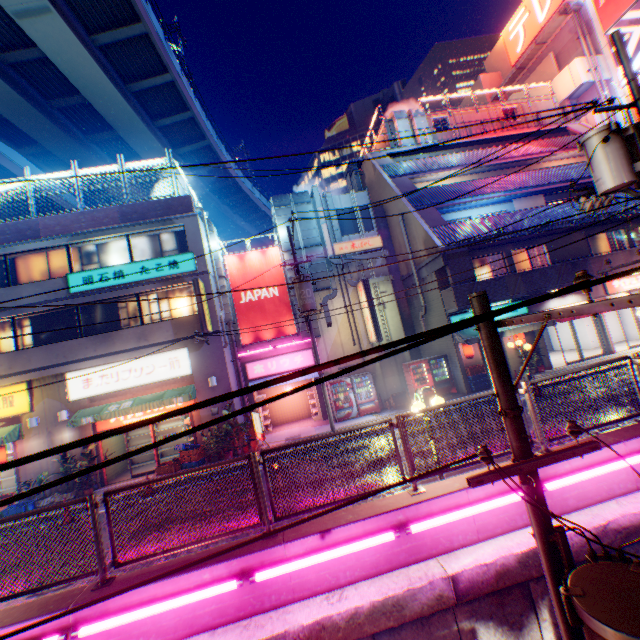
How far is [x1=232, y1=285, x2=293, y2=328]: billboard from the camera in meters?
17.2

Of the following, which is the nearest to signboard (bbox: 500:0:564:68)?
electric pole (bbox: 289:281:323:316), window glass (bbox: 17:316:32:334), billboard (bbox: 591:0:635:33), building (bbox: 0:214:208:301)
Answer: billboard (bbox: 591:0:635:33)

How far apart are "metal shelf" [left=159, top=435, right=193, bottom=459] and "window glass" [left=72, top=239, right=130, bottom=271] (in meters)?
8.04

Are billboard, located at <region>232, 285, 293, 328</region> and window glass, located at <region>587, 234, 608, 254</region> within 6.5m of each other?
no

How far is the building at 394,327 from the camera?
18.2 meters

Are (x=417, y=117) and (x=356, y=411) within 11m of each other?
no

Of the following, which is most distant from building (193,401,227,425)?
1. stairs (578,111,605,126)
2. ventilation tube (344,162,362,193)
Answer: stairs (578,111,605,126)

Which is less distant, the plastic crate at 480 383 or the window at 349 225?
the plastic crate at 480 383
